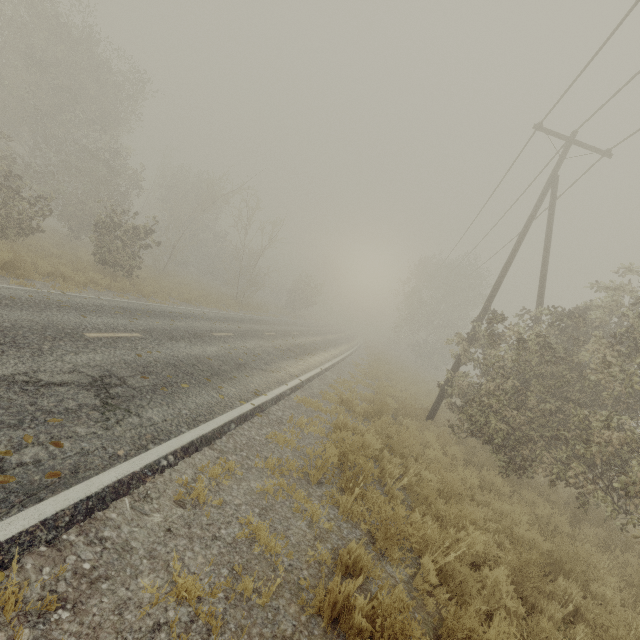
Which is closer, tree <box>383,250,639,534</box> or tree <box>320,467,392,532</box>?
tree <box>320,467,392,532</box>

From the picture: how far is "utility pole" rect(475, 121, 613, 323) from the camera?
11.9 meters

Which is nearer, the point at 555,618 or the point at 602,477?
the point at 555,618

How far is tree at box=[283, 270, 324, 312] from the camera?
41.9m

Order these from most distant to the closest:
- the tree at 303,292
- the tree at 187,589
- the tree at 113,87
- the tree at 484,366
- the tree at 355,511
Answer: the tree at 303,292, the tree at 113,87, the tree at 484,366, the tree at 355,511, the tree at 187,589

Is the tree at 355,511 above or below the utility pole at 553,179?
below
